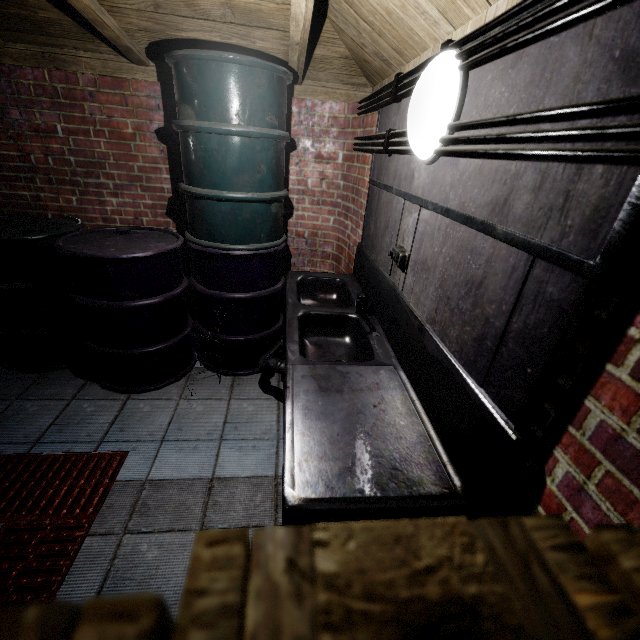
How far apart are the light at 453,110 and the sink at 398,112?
0.02m

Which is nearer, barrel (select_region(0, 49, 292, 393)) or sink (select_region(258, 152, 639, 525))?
sink (select_region(258, 152, 639, 525))

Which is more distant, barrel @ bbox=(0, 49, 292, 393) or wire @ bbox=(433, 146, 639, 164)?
barrel @ bbox=(0, 49, 292, 393)

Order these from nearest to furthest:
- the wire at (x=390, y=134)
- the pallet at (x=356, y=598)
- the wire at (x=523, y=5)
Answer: the pallet at (x=356, y=598) < the wire at (x=523, y=5) < the wire at (x=390, y=134)

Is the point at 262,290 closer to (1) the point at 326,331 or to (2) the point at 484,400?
(1) the point at 326,331

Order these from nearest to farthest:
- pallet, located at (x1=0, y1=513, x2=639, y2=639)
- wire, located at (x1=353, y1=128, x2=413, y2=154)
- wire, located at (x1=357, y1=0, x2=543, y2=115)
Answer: pallet, located at (x1=0, y1=513, x2=639, y2=639) < wire, located at (x1=357, y1=0, x2=543, y2=115) < wire, located at (x1=353, y1=128, x2=413, y2=154)

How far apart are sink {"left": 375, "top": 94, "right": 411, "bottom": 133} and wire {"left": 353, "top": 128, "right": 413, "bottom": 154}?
0.0m

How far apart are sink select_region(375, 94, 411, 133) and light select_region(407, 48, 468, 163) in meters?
0.0 m
